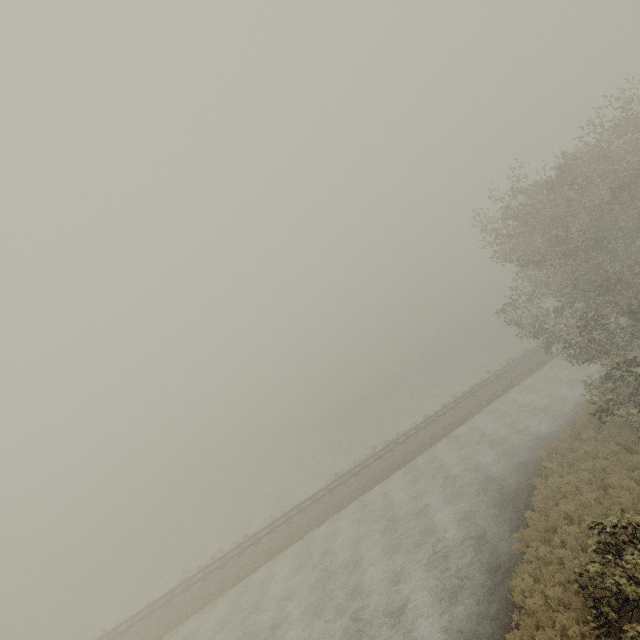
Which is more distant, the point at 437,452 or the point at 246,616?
the point at 437,452
